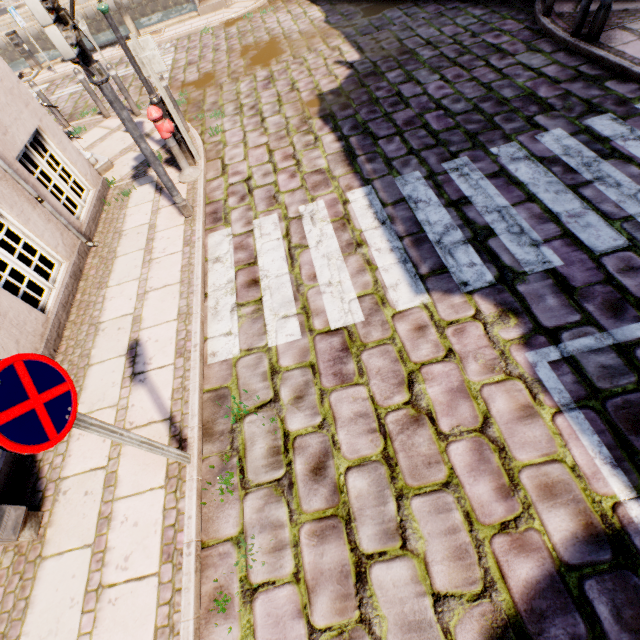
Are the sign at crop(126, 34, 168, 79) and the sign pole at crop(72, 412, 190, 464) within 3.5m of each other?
no

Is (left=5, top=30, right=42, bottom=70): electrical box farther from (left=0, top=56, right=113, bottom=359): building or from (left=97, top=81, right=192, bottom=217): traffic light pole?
(left=97, top=81, right=192, bottom=217): traffic light pole

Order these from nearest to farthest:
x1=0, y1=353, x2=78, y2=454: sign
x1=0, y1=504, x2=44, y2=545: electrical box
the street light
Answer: x1=0, y1=353, x2=78, y2=454: sign
x1=0, y1=504, x2=44, y2=545: electrical box
the street light

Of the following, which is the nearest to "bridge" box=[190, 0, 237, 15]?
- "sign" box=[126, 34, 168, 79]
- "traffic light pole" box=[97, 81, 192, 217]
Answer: "sign" box=[126, 34, 168, 79]

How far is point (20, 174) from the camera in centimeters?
452cm

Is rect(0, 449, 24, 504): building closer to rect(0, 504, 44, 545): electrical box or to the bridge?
rect(0, 504, 44, 545): electrical box

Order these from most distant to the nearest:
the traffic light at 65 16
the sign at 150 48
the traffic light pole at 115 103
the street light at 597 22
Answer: the street light at 597 22
the sign at 150 48
the traffic light pole at 115 103
the traffic light at 65 16

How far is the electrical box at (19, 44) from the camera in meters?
12.4 m
